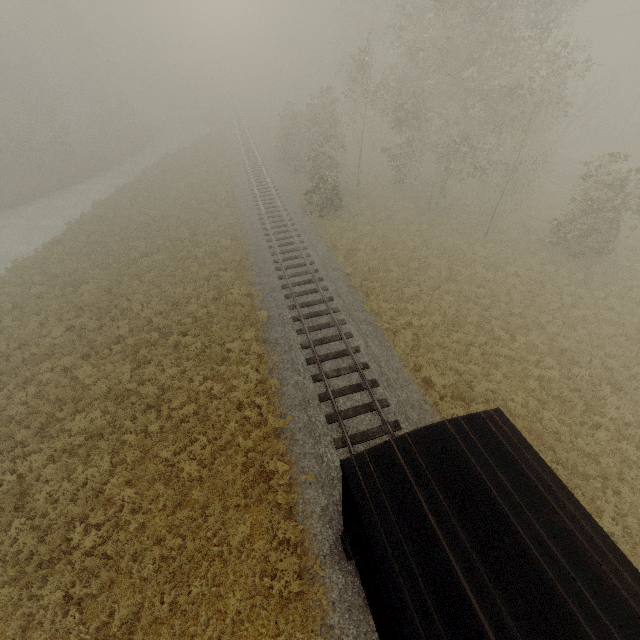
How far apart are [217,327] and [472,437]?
13.6 meters
